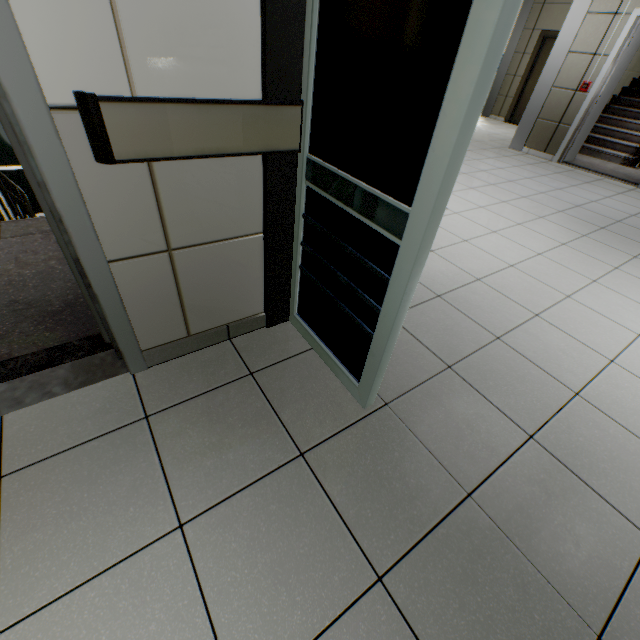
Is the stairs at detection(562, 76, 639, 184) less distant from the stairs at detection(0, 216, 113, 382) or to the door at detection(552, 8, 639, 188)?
the door at detection(552, 8, 639, 188)

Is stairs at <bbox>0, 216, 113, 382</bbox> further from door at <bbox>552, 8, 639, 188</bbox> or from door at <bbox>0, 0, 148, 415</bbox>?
door at <bbox>552, 8, 639, 188</bbox>

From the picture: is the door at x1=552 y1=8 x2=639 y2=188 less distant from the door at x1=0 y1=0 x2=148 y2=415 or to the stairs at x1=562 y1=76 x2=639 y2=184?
the stairs at x1=562 y1=76 x2=639 y2=184

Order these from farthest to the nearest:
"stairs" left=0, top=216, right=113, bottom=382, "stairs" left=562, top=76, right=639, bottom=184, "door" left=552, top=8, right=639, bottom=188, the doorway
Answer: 1. "stairs" left=562, top=76, right=639, bottom=184
2. "door" left=552, top=8, right=639, bottom=188
3. "stairs" left=0, top=216, right=113, bottom=382
4. the doorway

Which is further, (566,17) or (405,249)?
(566,17)

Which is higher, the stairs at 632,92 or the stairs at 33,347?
the stairs at 632,92

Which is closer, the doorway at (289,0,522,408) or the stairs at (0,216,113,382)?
the doorway at (289,0,522,408)

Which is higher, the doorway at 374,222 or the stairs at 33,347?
the doorway at 374,222
